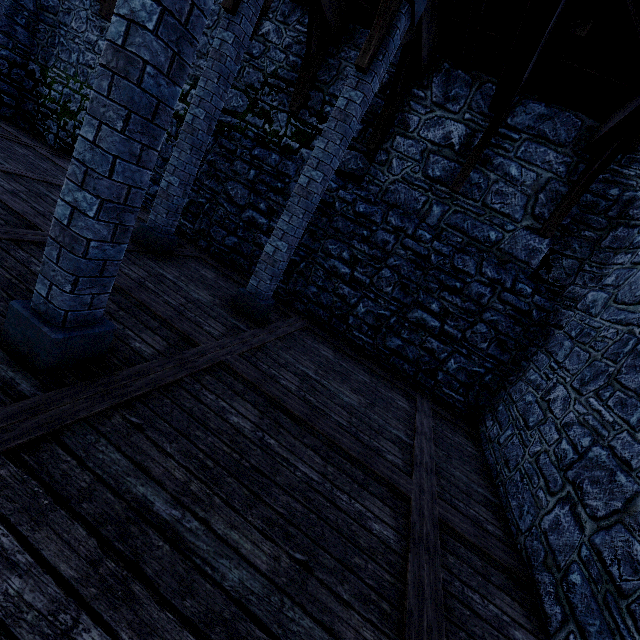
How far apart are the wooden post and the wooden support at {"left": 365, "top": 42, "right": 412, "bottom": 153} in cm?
236

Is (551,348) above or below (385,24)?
below

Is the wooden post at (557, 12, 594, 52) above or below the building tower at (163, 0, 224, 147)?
above

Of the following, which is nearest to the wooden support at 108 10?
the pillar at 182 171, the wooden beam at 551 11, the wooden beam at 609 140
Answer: the pillar at 182 171

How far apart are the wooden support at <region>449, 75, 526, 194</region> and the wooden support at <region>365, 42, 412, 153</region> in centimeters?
179cm

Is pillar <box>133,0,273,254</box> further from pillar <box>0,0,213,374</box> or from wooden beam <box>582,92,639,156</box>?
wooden beam <box>582,92,639,156</box>

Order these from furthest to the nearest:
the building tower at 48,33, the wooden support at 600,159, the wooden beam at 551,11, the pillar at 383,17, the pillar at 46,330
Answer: the building tower at 48,33 < the wooden support at 600,159 < the pillar at 383,17 < the wooden beam at 551,11 < the pillar at 46,330

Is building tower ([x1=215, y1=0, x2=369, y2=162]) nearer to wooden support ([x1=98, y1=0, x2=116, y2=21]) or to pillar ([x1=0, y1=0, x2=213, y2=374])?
wooden support ([x1=98, y1=0, x2=116, y2=21])
